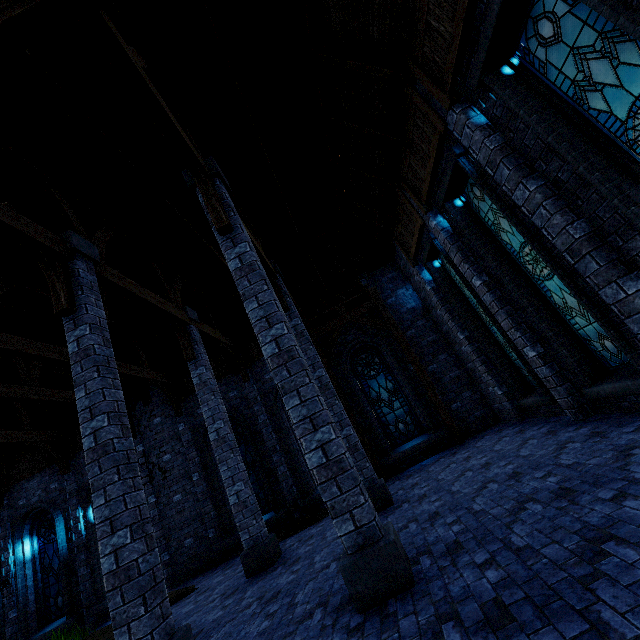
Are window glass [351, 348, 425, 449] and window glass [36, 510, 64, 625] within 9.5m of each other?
no

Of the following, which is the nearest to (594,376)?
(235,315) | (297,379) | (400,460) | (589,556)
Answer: (589,556)

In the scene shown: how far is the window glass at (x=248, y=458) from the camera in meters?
11.6 m

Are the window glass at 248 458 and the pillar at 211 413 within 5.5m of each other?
yes

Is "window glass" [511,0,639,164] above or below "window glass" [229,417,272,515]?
above

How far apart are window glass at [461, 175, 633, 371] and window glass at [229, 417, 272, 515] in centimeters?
1044cm

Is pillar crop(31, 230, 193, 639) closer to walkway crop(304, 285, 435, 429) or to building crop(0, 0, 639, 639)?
building crop(0, 0, 639, 639)

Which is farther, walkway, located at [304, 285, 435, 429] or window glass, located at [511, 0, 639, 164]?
walkway, located at [304, 285, 435, 429]
